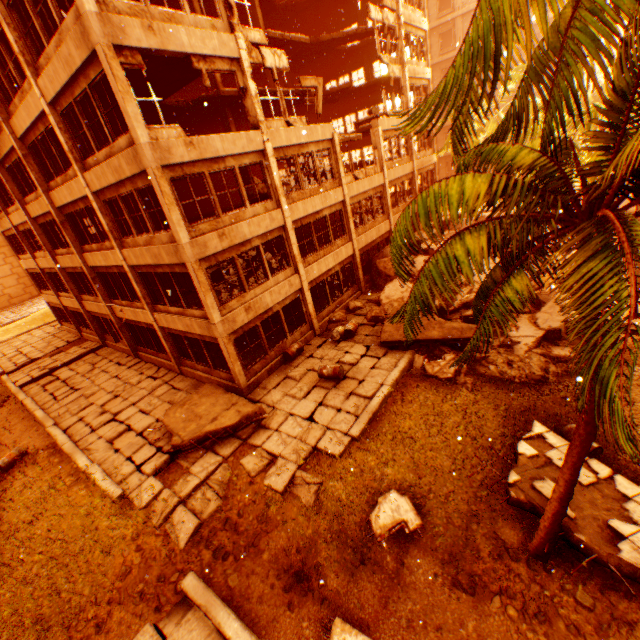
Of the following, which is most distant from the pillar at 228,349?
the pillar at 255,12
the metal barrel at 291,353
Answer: the pillar at 255,12

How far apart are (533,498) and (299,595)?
5.8m

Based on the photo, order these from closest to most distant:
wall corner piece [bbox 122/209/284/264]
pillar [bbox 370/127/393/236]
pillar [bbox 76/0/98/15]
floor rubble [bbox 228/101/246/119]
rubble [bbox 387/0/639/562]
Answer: rubble [bbox 387/0/639/562] → pillar [bbox 76/0/98/15] → wall corner piece [bbox 122/209/284/264] → floor rubble [bbox 228/101/246/119] → pillar [bbox 370/127/393/236]

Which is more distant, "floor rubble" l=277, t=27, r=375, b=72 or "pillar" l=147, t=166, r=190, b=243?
"floor rubble" l=277, t=27, r=375, b=72

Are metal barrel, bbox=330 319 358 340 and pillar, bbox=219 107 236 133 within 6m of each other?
no

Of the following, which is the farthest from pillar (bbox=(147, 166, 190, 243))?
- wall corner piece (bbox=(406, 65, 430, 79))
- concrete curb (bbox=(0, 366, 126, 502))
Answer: wall corner piece (bbox=(406, 65, 430, 79))

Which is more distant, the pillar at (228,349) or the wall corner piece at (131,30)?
the pillar at (228,349)

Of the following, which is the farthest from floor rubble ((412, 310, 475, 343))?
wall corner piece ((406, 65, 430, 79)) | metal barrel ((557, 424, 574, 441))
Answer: wall corner piece ((406, 65, 430, 79))
